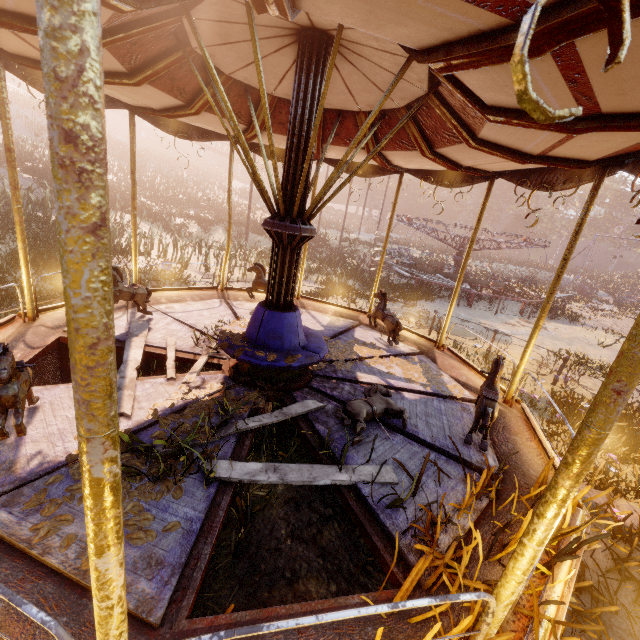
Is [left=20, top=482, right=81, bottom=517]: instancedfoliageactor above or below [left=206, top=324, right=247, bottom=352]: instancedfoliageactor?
below

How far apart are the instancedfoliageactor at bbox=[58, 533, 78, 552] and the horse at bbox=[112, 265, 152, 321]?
2.1 meters

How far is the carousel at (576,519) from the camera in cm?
290

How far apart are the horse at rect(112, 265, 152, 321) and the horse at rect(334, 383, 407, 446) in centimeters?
395cm

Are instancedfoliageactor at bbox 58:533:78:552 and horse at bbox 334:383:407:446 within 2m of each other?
yes

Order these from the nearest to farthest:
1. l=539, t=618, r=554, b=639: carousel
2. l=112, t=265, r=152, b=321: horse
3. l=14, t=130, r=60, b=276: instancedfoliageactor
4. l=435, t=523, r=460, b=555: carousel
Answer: l=539, t=618, r=554, b=639: carousel < l=435, t=523, r=460, b=555: carousel < l=112, t=265, r=152, b=321: horse < l=14, t=130, r=60, b=276: instancedfoliageactor

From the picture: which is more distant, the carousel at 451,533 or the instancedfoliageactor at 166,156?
the instancedfoliageactor at 166,156

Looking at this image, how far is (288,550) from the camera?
2.8m
